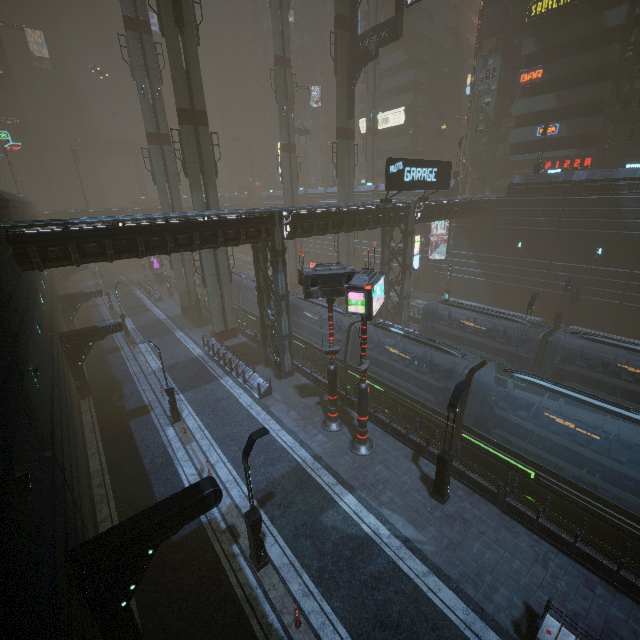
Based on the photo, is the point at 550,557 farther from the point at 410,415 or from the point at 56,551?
the point at 56,551

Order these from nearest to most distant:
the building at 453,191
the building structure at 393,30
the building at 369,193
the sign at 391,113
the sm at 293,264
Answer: the building structure at 393,30 < the building at 453,191 < the sm at 293,264 < the building at 369,193 < the sign at 391,113

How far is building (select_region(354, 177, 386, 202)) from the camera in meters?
46.5

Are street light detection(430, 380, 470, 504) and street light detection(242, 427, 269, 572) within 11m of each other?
yes

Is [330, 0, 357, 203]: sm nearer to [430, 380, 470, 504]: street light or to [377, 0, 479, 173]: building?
[377, 0, 479, 173]: building

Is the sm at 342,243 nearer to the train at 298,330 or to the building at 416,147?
the building at 416,147

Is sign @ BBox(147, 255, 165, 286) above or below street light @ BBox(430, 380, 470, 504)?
above

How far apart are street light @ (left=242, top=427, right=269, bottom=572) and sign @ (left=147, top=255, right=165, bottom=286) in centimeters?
4797cm
